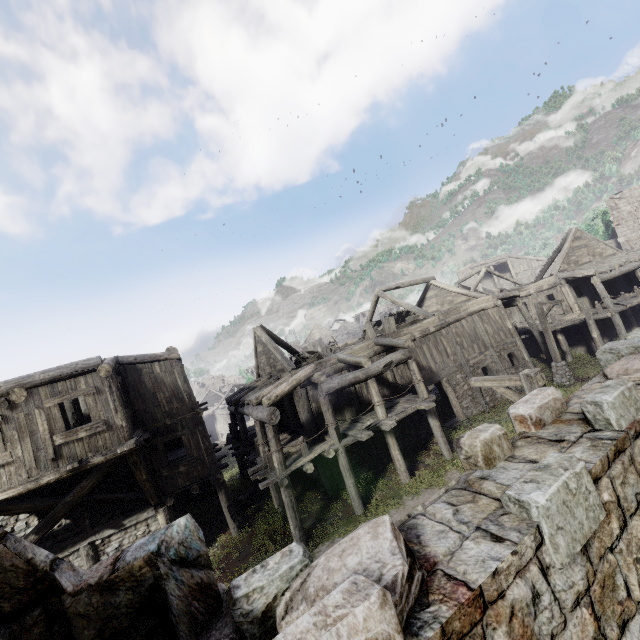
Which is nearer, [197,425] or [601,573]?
[601,573]

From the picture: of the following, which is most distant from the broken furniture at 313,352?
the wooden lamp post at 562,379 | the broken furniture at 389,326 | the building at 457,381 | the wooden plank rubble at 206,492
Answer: the wooden lamp post at 562,379

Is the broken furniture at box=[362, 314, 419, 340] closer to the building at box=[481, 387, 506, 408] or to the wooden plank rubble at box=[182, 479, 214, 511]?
the building at box=[481, 387, 506, 408]

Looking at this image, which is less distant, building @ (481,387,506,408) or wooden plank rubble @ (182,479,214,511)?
building @ (481,387,506,408)

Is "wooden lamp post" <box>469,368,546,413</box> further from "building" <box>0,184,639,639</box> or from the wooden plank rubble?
the wooden plank rubble

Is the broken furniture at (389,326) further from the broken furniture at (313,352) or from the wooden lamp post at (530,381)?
the wooden lamp post at (530,381)

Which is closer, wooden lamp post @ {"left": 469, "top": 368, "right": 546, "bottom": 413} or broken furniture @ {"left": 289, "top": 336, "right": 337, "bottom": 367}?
wooden lamp post @ {"left": 469, "top": 368, "right": 546, "bottom": 413}

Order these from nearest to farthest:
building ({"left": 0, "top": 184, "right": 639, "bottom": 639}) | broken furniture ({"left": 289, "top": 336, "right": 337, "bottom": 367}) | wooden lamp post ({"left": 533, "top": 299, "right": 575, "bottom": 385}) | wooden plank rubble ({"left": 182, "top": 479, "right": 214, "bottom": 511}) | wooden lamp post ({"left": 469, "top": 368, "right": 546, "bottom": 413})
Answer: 1. building ({"left": 0, "top": 184, "right": 639, "bottom": 639})
2. wooden lamp post ({"left": 469, "top": 368, "right": 546, "bottom": 413})
3. broken furniture ({"left": 289, "top": 336, "right": 337, "bottom": 367})
4. wooden lamp post ({"left": 533, "top": 299, "right": 575, "bottom": 385})
5. wooden plank rubble ({"left": 182, "top": 479, "right": 214, "bottom": 511})
